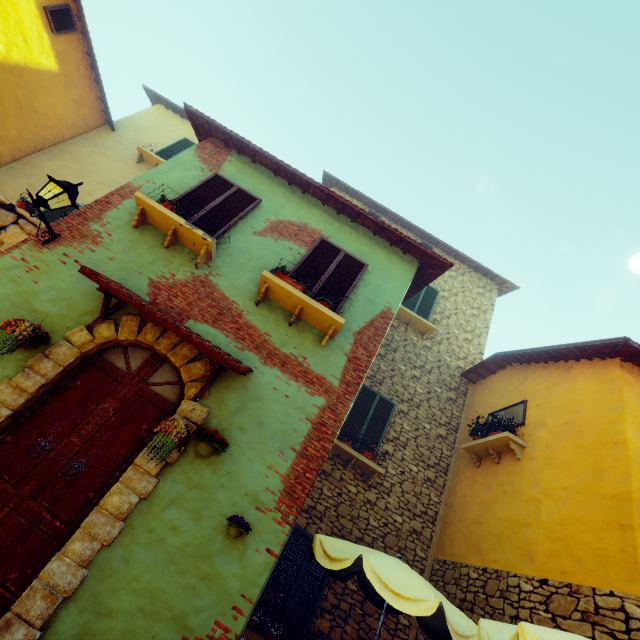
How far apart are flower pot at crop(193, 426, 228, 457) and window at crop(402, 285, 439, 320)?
8.1m

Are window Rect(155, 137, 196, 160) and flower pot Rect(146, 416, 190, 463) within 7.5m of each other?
no

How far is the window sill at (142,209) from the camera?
5.1 meters

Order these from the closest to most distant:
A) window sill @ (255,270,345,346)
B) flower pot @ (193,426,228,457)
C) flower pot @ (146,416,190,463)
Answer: flower pot @ (146,416,190,463)
flower pot @ (193,426,228,457)
window sill @ (255,270,345,346)

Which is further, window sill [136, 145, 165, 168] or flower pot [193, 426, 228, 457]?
window sill [136, 145, 165, 168]

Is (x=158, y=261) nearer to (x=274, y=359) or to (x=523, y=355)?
(x=274, y=359)

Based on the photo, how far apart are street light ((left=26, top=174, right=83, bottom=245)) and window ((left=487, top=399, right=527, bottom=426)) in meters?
9.3 m

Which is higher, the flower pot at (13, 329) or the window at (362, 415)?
the window at (362, 415)
